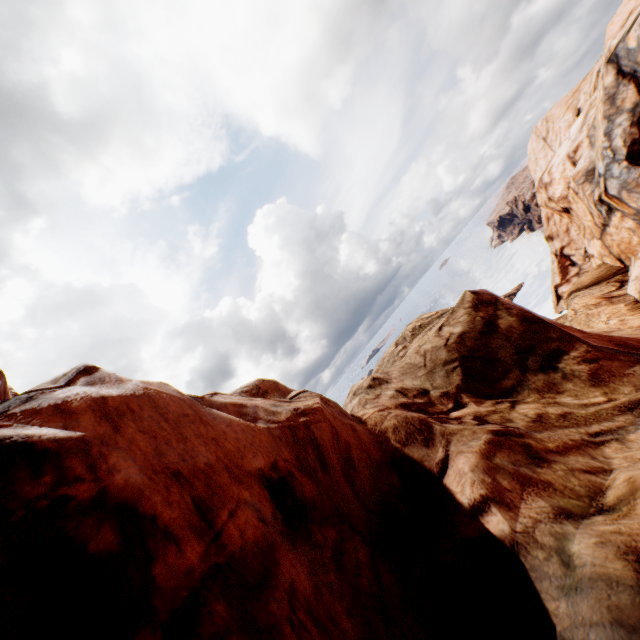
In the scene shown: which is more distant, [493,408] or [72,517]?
[493,408]
